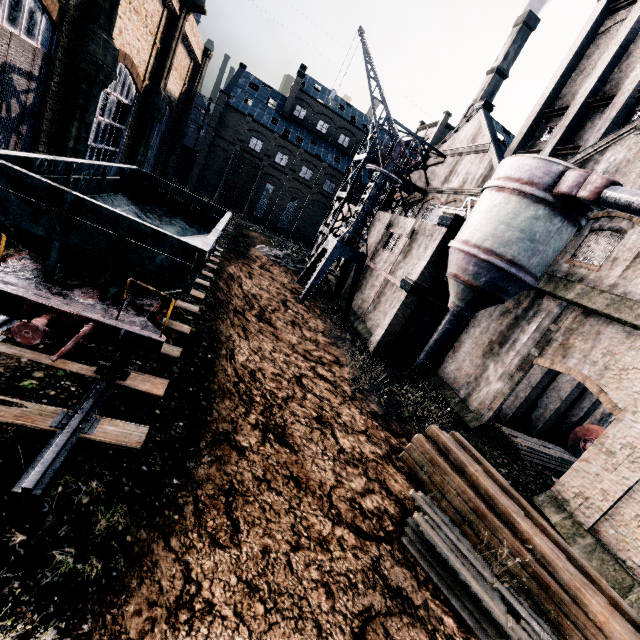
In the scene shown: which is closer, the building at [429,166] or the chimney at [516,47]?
the building at [429,166]

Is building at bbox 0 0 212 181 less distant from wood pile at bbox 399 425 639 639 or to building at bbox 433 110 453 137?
wood pile at bbox 399 425 639 639

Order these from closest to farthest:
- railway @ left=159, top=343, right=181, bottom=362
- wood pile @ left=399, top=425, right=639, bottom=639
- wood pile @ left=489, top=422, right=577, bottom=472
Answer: wood pile @ left=399, top=425, right=639, bottom=639 < railway @ left=159, top=343, right=181, bottom=362 < wood pile @ left=489, top=422, right=577, bottom=472

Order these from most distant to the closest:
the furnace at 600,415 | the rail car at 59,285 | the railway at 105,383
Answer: the furnace at 600,415 < the rail car at 59,285 < the railway at 105,383

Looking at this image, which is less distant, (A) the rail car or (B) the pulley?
(A) the rail car

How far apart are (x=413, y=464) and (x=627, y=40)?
29.3m

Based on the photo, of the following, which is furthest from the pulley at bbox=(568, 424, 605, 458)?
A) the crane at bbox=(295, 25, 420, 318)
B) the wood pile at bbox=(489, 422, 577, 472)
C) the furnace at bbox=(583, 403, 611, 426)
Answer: the crane at bbox=(295, 25, 420, 318)

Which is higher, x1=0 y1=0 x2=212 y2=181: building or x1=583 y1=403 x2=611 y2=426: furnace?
x1=0 y1=0 x2=212 y2=181: building
